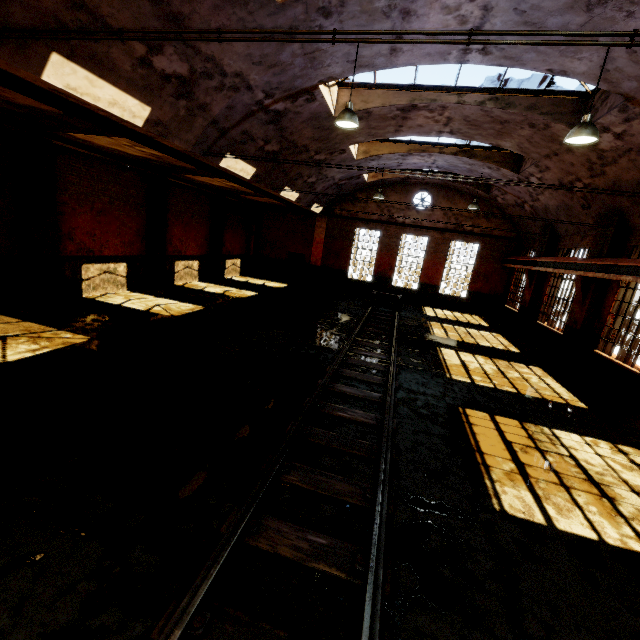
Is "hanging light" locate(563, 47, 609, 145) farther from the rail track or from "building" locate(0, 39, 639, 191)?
the rail track

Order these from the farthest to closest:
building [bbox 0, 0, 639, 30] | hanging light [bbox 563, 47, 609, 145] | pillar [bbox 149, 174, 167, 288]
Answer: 1. pillar [bbox 149, 174, 167, 288]
2. hanging light [bbox 563, 47, 609, 145]
3. building [bbox 0, 0, 639, 30]

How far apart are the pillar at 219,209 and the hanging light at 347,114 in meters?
13.0

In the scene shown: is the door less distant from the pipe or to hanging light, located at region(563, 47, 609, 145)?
the pipe

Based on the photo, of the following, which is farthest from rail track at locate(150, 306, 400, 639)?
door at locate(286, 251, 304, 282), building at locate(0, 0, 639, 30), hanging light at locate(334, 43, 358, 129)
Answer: door at locate(286, 251, 304, 282)

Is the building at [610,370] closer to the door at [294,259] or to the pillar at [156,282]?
the door at [294,259]

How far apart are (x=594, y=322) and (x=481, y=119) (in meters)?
7.90

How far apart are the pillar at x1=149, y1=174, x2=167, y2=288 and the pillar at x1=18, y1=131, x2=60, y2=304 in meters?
4.2
